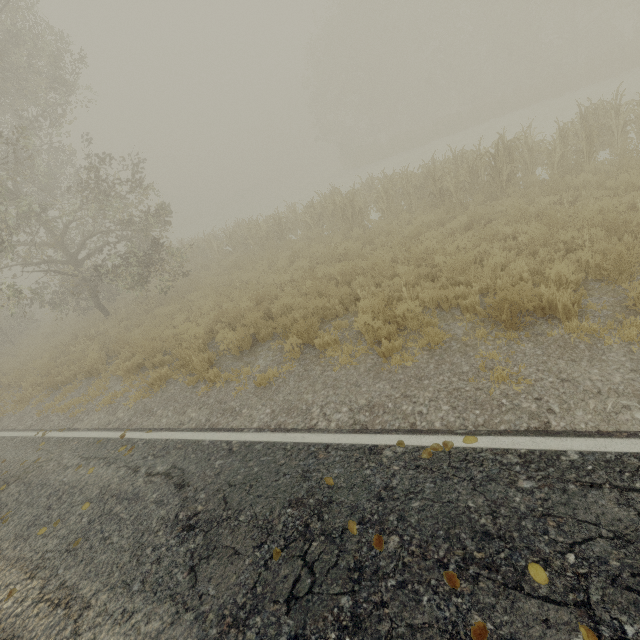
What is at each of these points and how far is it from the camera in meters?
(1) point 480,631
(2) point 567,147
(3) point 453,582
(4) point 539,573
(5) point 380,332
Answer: (1) tree, 2.3 m
(2) tree, 9.8 m
(3) tree, 2.6 m
(4) tree, 2.5 m
(5) tree, 6.1 m

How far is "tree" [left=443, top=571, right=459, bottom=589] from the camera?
2.59m

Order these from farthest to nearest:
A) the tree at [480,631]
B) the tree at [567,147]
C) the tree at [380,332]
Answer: the tree at [567,147], the tree at [380,332], the tree at [480,631]

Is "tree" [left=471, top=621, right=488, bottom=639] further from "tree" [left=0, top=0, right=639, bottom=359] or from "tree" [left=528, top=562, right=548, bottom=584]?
"tree" [left=0, top=0, right=639, bottom=359]

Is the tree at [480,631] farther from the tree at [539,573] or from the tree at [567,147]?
→ the tree at [567,147]

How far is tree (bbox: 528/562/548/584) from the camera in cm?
243

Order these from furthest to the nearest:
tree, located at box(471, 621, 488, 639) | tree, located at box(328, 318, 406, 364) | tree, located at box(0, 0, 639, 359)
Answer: tree, located at box(0, 0, 639, 359), tree, located at box(328, 318, 406, 364), tree, located at box(471, 621, 488, 639)
